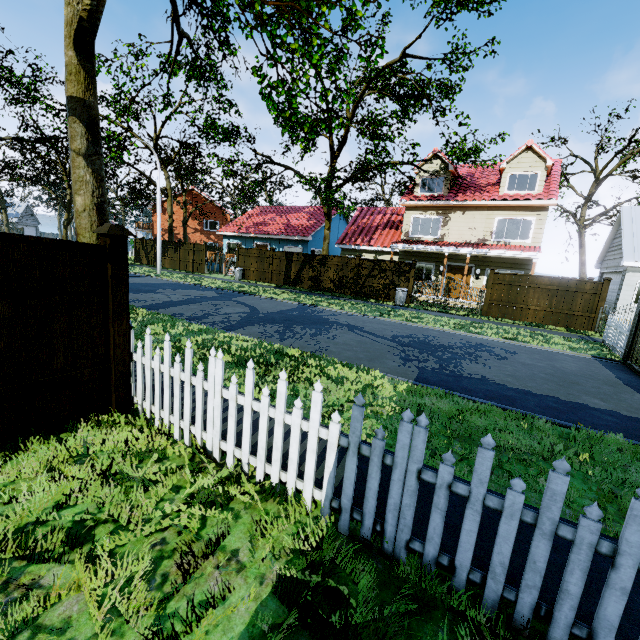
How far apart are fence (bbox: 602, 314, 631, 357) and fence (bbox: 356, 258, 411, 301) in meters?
8.6 m

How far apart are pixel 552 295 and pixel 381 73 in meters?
Answer: 15.4

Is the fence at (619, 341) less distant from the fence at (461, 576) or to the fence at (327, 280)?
the fence at (461, 576)

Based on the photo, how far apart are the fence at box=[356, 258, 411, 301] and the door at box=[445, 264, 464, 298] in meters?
4.0 m

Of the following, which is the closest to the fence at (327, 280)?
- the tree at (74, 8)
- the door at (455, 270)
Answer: the tree at (74, 8)

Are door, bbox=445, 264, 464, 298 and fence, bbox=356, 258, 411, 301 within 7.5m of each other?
yes

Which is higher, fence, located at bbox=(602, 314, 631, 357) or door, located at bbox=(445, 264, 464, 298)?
door, located at bbox=(445, 264, 464, 298)

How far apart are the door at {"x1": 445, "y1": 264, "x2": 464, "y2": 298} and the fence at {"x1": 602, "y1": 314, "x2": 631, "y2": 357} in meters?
8.1
